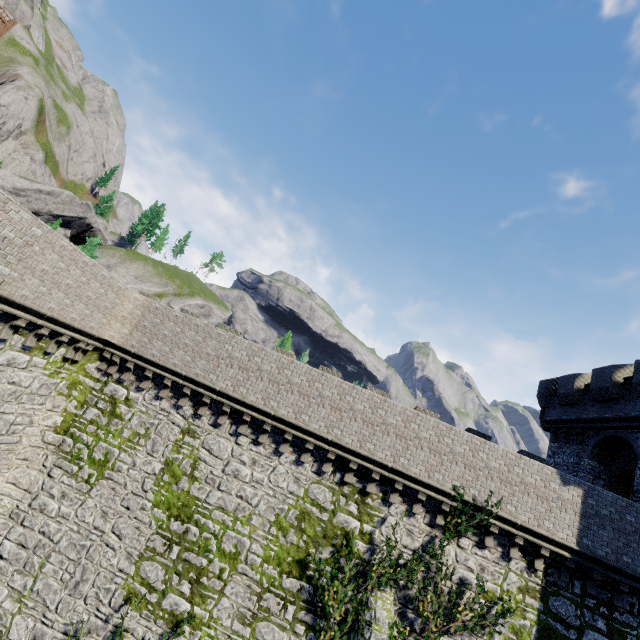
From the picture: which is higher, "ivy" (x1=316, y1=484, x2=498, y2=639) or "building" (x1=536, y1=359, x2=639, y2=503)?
"building" (x1=536, y1=359, x2=639, y2=503)

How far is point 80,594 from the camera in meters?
12.2 m

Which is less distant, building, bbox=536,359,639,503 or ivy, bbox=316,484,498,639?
ivy, bbox=316,484,498,639

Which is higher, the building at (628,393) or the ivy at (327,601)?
the building at (628,393)

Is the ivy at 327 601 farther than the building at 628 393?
No
